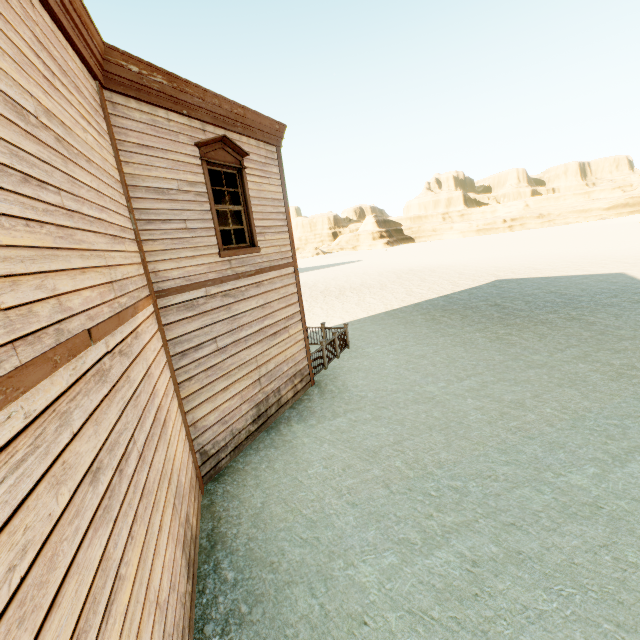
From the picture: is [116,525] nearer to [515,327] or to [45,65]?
[45,65]

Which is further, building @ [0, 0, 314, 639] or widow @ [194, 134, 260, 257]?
widow @ [194, 134, 260, 257]

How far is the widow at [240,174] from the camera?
6.1m

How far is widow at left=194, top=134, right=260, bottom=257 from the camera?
6.1 meters

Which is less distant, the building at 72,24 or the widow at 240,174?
the building at 72,24
